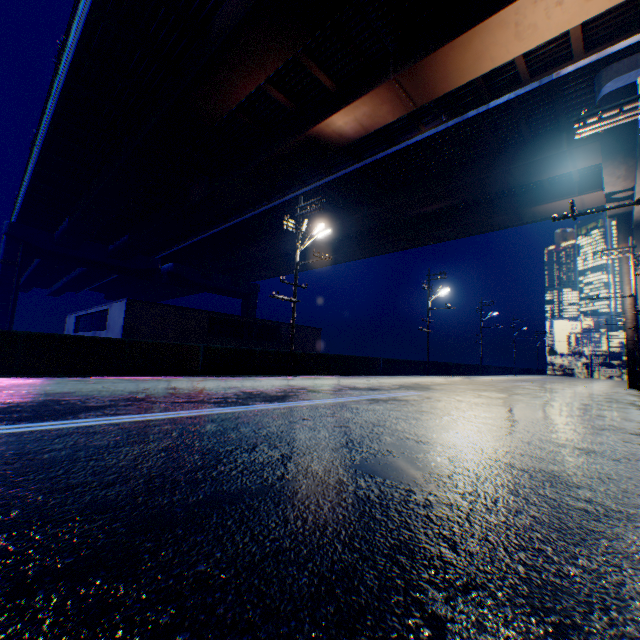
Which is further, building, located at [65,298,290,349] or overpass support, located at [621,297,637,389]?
overpass support, located at [621,297,637,389]

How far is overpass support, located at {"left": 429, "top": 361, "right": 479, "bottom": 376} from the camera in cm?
3012

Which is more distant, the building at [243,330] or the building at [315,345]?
the building at [315,345]

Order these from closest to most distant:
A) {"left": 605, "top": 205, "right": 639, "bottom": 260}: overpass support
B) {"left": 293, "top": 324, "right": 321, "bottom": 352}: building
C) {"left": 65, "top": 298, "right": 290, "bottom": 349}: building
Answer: {"left": 65, "top": 298, "right": 290, "bottom": 349}: building
{"left": 605, "top": 205, "right": 639, "bottom": 260}: overpass support
{"left": 293, "top": 324, "right": 321, "bottom": 352}: building

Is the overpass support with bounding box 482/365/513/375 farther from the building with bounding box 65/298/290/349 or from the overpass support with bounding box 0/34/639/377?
the building with bounding box 65/298/290/349

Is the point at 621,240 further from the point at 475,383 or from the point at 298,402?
the point at 298,402

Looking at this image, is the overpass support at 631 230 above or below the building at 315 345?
above
